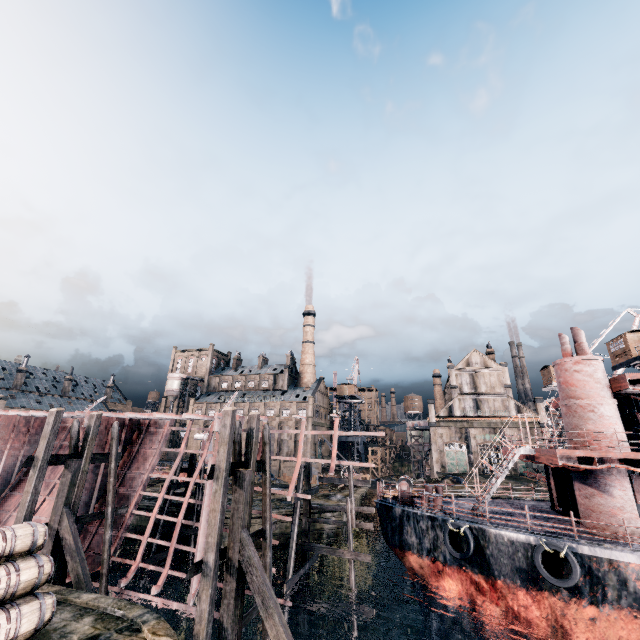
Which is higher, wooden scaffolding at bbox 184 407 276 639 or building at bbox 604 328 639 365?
building at bbox 604 328 639 365

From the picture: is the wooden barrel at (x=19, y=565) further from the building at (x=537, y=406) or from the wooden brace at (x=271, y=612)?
the building at (x=537, y=406)

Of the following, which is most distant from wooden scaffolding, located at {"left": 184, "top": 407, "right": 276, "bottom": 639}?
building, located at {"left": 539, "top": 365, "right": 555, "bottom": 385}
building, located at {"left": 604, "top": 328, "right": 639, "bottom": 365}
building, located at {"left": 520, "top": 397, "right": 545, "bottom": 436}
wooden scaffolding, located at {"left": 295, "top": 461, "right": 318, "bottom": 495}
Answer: building, located at {"left": 539, "top": 365, "right": 555, "bottom": 385}

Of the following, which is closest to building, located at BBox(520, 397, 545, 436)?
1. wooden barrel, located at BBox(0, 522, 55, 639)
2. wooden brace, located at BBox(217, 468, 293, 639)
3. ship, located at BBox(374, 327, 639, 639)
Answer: ship, located at BBox(374, 327, 639, 639)

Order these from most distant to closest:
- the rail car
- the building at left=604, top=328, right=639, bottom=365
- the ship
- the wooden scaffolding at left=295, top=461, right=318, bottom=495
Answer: the rail car
the building at left=604, top=328, right=639, bottom=365
the wooden scaffolding at left=295, top=461, right=318, bottom=495
the ship

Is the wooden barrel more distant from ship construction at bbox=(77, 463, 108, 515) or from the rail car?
the rail car

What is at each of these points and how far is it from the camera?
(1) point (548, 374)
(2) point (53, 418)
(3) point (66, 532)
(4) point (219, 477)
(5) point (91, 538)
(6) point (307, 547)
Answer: (1) building, 55.4 meters
(2) wooden scaffolding, 14.6 meters
(3) wooden brace, 14.2 meters
(4) wooden scaffolding, 11.4 meters
(5) ship construction, 19.6 meters
(6) wooden scaffolding, 19.0 meters

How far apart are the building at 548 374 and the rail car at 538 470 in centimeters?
1283cm
